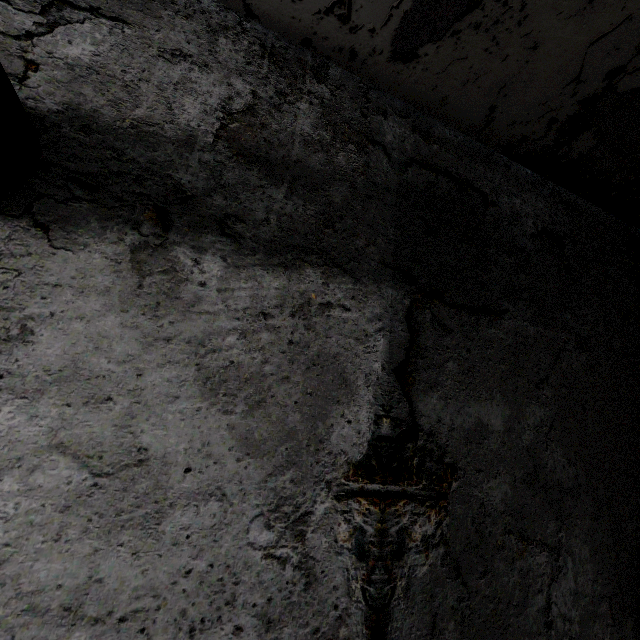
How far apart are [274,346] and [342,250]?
0.8m
